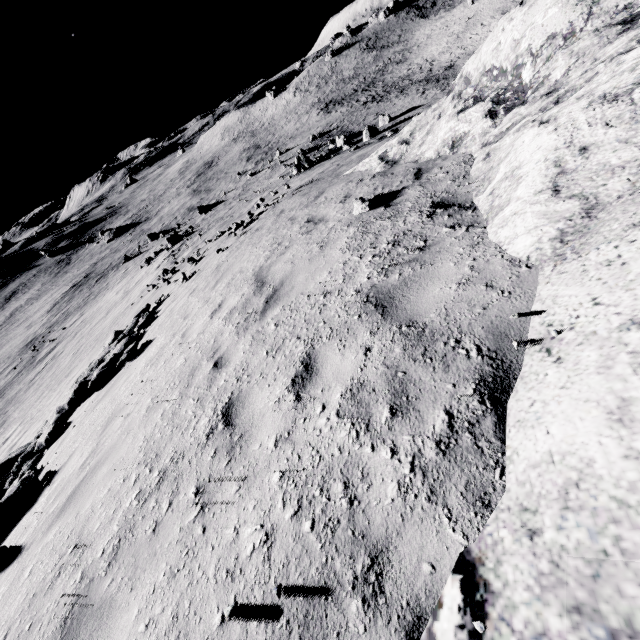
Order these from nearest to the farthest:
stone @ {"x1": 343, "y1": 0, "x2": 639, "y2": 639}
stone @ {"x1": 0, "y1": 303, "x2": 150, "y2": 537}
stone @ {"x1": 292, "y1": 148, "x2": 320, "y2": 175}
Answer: stone @ {"x1": 343, "y1": 0, "x2": 639, "y2": 639} → stone @ {"x1": 0, "y1": 303, "x2": 150, "y2": 537} → stone @ {"x1": 292, "y1": 148, "x2": 320, "y2": 175}

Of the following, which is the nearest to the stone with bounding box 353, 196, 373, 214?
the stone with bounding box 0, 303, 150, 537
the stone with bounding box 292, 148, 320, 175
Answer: the stone with bounding box 0, 303, 150, 537

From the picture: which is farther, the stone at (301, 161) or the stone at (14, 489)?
the stone at (301, 161)

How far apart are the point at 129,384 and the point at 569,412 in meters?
8.1 m

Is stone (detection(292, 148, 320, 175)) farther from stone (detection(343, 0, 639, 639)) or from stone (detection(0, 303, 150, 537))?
stone (detection(0, 303, 150, 537))

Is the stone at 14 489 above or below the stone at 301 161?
above

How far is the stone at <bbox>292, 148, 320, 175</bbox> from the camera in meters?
32.2 m
